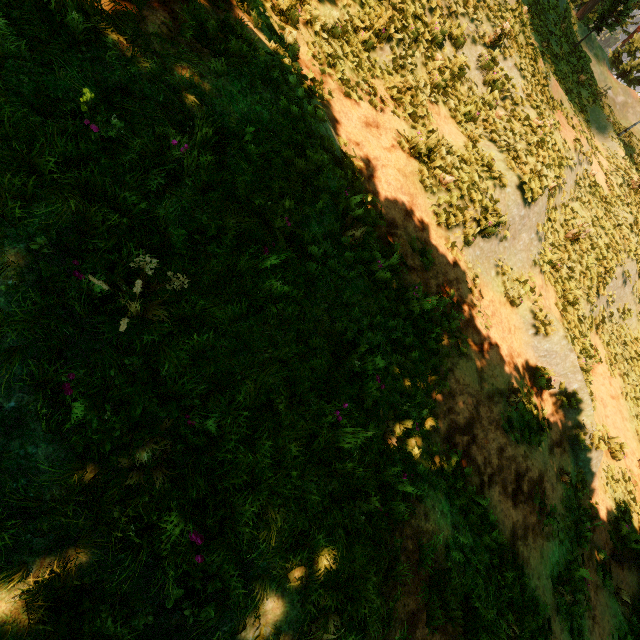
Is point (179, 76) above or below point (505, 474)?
above
